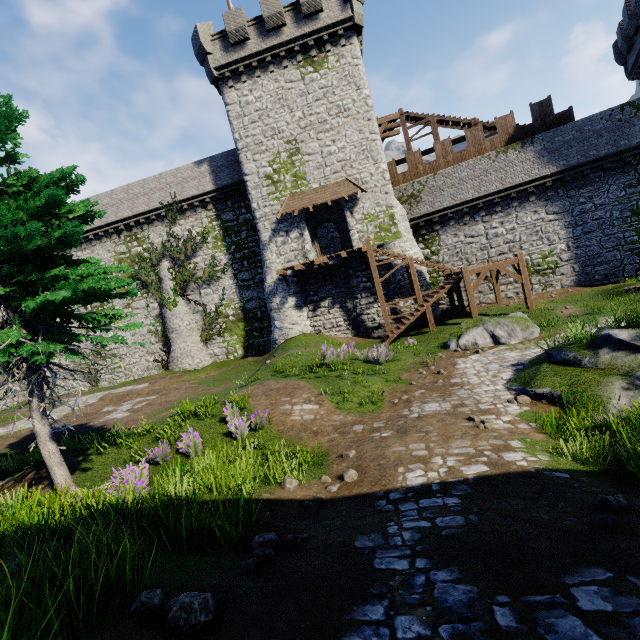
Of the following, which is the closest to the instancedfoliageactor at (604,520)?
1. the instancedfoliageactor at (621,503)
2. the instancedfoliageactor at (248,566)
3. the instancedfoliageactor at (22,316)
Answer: the instancedfoliageactor at (621,503)

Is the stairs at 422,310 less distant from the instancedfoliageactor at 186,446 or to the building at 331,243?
the building at 331,243

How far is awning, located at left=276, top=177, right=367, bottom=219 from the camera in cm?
2141

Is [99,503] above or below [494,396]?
above

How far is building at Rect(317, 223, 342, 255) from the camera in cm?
3027

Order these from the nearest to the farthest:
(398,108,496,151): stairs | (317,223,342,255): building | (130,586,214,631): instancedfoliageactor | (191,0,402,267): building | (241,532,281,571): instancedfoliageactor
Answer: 1. (130,586,214,631): instancedfoliageactor
2. (241,532,281,571): instancedfoliageactor
3. (191,0,402,267): building
4. (398,108,496,151): stairs
5. (317,223,342,255): building

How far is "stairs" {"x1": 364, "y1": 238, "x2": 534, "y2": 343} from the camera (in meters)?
17.64

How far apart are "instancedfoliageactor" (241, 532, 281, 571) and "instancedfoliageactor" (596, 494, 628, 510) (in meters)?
3.49
